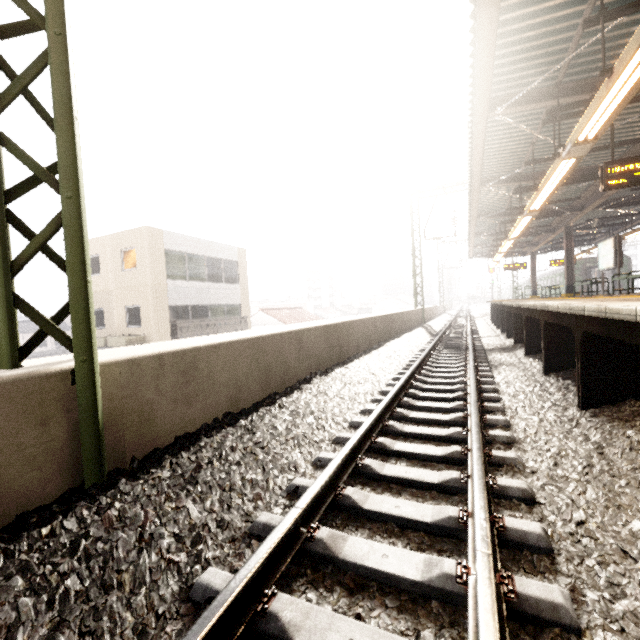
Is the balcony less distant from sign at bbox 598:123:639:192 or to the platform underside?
the platform underside

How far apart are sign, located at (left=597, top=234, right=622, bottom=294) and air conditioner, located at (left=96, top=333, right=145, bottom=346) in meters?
20.1

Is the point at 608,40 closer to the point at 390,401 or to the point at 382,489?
the point at 390,401

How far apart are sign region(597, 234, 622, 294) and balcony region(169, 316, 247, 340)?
18.6 meters

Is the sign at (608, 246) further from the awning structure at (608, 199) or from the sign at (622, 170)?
the sign at (622, 170)

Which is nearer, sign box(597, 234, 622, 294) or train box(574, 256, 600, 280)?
sign box(597, 234, 622, 294)

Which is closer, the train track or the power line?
the train track

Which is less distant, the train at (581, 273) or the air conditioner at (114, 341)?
the air conditioner at (114, 341)
